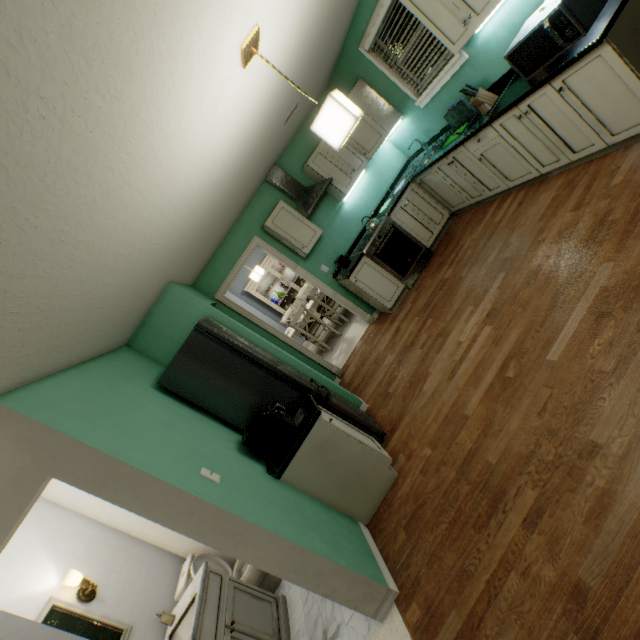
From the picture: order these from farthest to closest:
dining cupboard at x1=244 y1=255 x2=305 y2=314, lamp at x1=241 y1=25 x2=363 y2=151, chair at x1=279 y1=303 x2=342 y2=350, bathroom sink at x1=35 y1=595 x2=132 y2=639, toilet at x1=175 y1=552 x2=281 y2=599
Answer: dining cupboard at x1=244 y1=255 x2=305 y2=314 < chair at x1=279 y1=303 x2=342 y2=350 < toilet at x1=175 y1=552 x2=281 y2=599 < bathroom sink at x1=35 y1=595 x2=132 y2=639 < lamp at x1=241 y1=25 x2=363 y2=151

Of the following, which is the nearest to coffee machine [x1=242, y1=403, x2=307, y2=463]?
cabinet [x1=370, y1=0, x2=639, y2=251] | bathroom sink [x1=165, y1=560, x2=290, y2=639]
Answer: bathroom sink [x1=165, y1=560, x2=290, y2=639]

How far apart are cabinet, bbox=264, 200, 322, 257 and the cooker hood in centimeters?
32cm

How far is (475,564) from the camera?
1.7 meters

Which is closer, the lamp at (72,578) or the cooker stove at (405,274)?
the lamp at (72,578)

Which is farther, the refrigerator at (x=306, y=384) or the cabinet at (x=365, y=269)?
the cabinet at (x=365, y=269)

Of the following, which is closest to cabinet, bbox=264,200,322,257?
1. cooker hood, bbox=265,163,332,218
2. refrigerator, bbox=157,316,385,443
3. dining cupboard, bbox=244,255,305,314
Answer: cooker hood, bbox=265,163,332,218

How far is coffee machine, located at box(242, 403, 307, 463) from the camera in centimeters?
245cm
